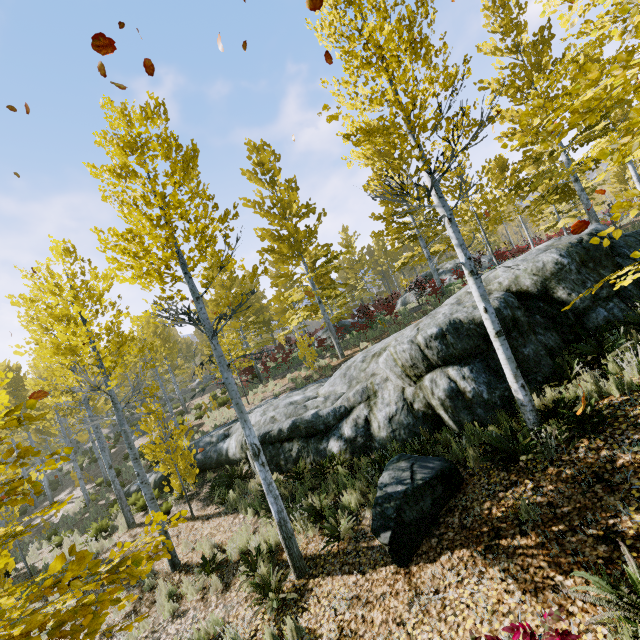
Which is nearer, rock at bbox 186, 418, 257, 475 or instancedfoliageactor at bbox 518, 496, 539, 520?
instancedfoliageactor at bbox 518, 496, 539, 520

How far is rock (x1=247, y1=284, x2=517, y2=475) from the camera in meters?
6.7

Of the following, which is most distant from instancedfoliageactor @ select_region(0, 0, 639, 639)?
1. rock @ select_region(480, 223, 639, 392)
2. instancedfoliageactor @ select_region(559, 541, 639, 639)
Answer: instancedfoliageactor @ select_region(559, 541, 639, 639)

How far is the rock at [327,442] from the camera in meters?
6.7 m

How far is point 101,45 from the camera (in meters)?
3.11

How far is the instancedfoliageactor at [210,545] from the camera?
6.8m

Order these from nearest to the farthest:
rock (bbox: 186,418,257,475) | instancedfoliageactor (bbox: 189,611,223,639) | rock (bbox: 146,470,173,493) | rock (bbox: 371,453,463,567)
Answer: rock (bbox: 371,453,463,567) → instancedfoliageactor (bbox: 189,611,223,639) → rock (bbox: 186,418,257,475) → rock (bbox: 146,470,173,493)

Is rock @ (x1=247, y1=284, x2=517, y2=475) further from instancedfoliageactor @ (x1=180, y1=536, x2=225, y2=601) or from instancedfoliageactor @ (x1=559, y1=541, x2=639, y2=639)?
instancedfoliageactor @ (x1=559, y1=541, x2=639, y2=639)
